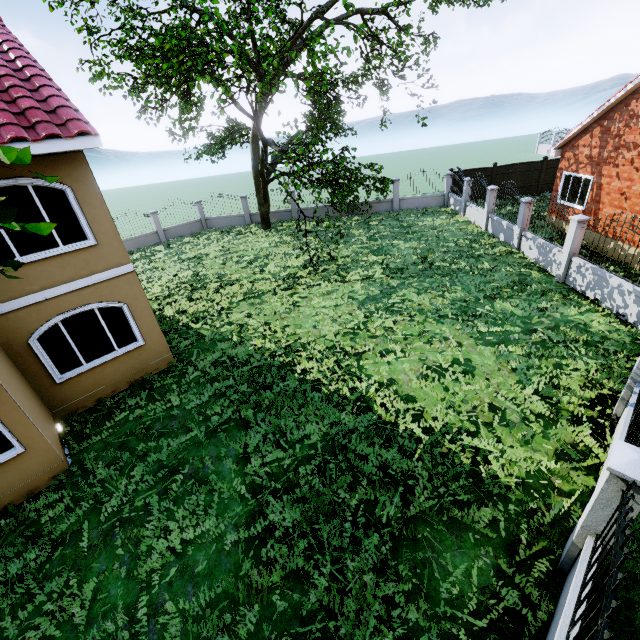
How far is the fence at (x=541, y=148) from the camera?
39.7m

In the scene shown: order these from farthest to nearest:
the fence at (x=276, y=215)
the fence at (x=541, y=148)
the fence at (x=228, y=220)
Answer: the fence at (x=541, y=148) → the fence at (x=276, y=215) → the fence at (x=228, y=220)

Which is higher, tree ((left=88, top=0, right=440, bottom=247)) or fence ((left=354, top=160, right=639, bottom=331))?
tree ((left=88, top=0, right=440, bottom=247))

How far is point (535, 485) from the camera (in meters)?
5.89

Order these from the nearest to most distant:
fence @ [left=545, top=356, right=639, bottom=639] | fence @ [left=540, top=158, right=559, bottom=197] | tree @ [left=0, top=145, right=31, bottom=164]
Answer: tree @ [left=0, top=145, right=31, bottom=164] → fence @ [left=545, top=356, right=639, bottom=639] → fence @ [left=540, top=158, right=559, bottom=197]

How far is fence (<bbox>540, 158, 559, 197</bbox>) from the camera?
22.02m

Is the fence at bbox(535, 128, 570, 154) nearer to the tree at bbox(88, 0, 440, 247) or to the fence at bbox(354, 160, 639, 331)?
the fence at bbox(354, 160, 639, 331)
